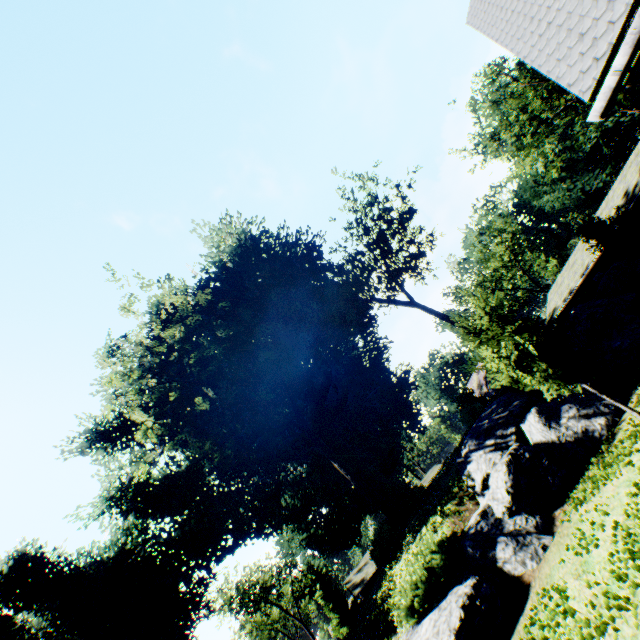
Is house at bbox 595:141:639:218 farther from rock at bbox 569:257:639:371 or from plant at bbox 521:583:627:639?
plant at bbox 521:583:627:639

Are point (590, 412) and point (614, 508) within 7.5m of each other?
yes

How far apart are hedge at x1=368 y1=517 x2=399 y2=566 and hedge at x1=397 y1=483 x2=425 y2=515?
2.7 meters

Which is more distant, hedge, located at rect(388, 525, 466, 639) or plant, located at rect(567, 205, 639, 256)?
plant, located at rect(567, 205, 639, 256)

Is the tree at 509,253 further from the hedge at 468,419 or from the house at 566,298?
the hedge at 468,419

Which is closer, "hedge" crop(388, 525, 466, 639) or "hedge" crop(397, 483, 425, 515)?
"hedge" crop(388, 525, 466, 639)

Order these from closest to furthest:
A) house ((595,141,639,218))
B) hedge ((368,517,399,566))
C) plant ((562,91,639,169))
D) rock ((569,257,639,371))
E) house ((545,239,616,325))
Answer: rock ((569,257,639,371)), hedge ((368,517,399,566)), house ((595,141,639,218)), house ((545,239,616,325)), plant ((562,91,639,169))

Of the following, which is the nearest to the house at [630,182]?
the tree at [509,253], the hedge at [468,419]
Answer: the tree at [509,253]
